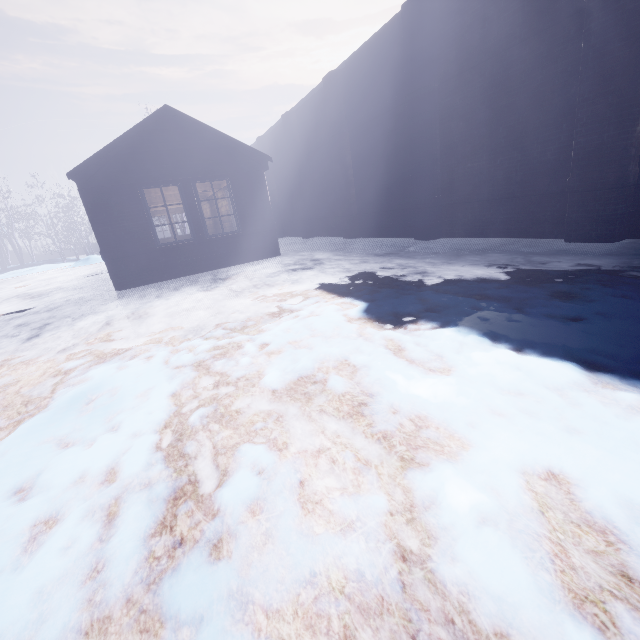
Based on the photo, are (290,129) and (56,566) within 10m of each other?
no
